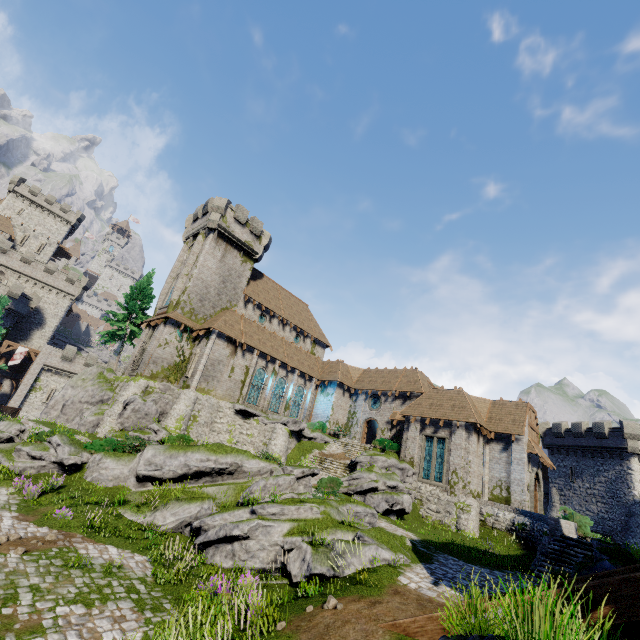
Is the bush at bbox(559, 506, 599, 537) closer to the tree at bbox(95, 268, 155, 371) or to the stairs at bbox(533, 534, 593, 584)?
the stairs at bbox(533, 534, 593, 584)

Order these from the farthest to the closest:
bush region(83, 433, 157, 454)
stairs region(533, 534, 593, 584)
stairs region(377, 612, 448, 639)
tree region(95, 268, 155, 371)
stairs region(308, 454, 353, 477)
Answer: tree region(95, 268, 155, 371), stairs region(308, 454, 353, 477), bush region(83, 433, 157, 454), stairs region(533, 534, 593, 584), stairs region(377, 612, 448, 639)

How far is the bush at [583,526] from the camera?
19.1 meters

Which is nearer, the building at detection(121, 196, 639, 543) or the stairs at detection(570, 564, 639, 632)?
the stairs at detection(570, 564, 639, 632)

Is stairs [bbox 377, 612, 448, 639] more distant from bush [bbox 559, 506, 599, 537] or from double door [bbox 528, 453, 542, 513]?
double door [bbox 528, 453, 542, 513]

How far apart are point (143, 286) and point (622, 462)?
58.0m

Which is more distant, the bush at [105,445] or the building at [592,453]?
the building at [592,453]

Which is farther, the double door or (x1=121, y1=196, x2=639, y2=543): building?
(x1=121, y1=196, x2=639, y2=543): building
